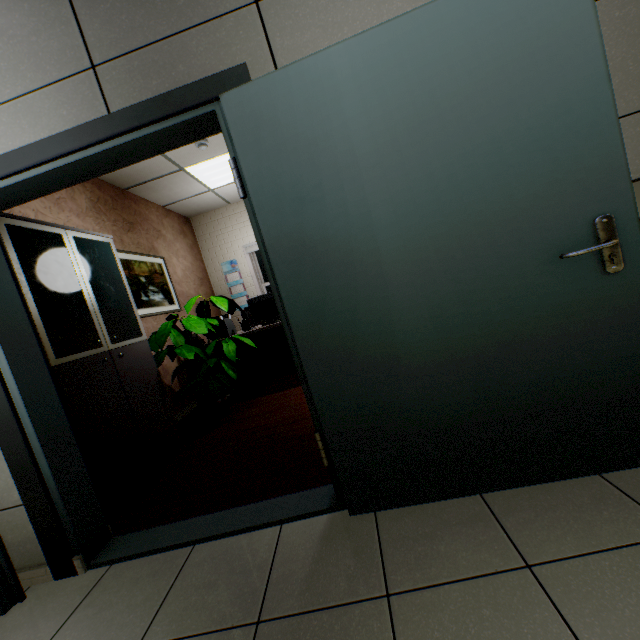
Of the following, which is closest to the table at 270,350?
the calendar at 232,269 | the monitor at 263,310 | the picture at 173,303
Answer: the monitor at 263,310

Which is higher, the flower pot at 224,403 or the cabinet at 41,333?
the cabinet at 41,333

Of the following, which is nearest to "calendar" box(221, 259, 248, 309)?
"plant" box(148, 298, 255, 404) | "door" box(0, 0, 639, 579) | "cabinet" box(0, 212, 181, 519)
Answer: "plant" box(148, 298, 255, 404)

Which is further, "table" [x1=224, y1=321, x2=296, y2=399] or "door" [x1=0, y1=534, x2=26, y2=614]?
"table" [x1=224, y1=321, x2=296, y2=399]

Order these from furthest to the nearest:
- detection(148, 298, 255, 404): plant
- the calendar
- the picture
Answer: the calendar
the picture
detection(148, 298, 255, 404): plant

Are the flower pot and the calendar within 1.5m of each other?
no

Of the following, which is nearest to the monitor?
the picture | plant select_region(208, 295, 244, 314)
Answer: plant select_region(208, 295, 244, 314)

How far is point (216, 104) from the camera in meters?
1.5
